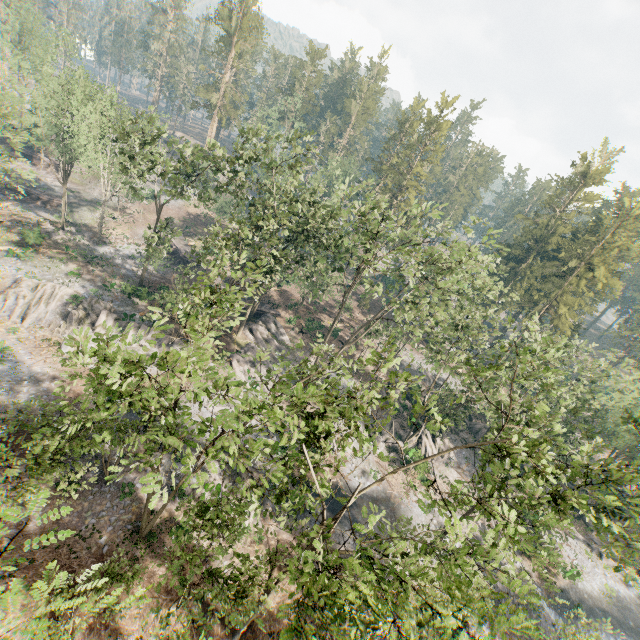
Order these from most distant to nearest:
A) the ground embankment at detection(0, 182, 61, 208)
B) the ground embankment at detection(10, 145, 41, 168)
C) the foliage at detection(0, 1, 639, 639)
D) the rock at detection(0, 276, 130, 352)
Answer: the ground embankment at detection(10, 145, 41, 168), the ground embankment at detection(0, 182, 61, 208), the rock at detection(0, 276, 130, 352), the foliage at detection(0, 1, 639, 639)

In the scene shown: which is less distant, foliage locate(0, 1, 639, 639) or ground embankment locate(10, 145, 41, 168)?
foliage locate(0, 1, 639, 639)

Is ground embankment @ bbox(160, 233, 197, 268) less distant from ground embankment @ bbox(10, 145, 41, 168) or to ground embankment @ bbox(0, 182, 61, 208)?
ground embankment @ bbox(0, 182, 61, 208)

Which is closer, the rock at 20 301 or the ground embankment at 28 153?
the rock at 20 301

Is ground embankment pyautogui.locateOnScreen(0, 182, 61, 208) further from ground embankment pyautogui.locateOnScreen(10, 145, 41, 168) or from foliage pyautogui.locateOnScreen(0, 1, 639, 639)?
ground embankment pyautogui.locateOnScreen(10, 145, 41, 168)

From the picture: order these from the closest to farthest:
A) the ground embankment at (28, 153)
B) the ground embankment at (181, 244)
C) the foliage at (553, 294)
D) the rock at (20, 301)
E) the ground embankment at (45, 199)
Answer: the foliage at (553, 294) < the rock at (20, 301) < the ground embankment at (45, 199) < the ground embankment at (181, 244) < the ground embankment at (28, 153)

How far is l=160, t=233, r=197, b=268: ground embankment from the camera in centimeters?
4866cm

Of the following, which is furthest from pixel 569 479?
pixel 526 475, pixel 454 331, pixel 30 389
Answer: pixel 30 389
